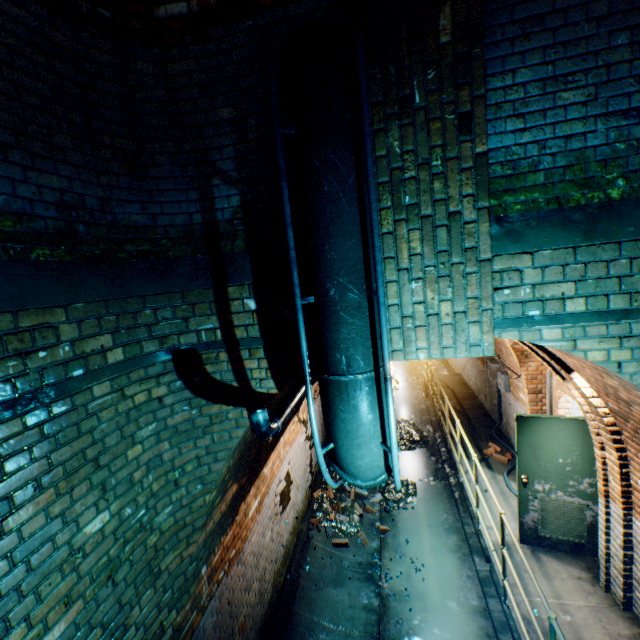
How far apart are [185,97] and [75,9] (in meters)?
0.77

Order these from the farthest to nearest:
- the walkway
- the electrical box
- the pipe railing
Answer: the electrical box
the walkway
the pipe railing

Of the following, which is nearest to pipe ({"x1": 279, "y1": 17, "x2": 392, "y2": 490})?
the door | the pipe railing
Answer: the pipe railing

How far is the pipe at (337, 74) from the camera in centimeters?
177cm

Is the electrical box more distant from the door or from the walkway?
the door

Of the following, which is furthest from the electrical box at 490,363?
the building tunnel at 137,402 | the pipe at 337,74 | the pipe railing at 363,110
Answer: the pipe at 337,74

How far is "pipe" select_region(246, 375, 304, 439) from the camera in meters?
2.2 m

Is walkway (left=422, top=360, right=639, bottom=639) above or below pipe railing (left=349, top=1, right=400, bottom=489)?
below
